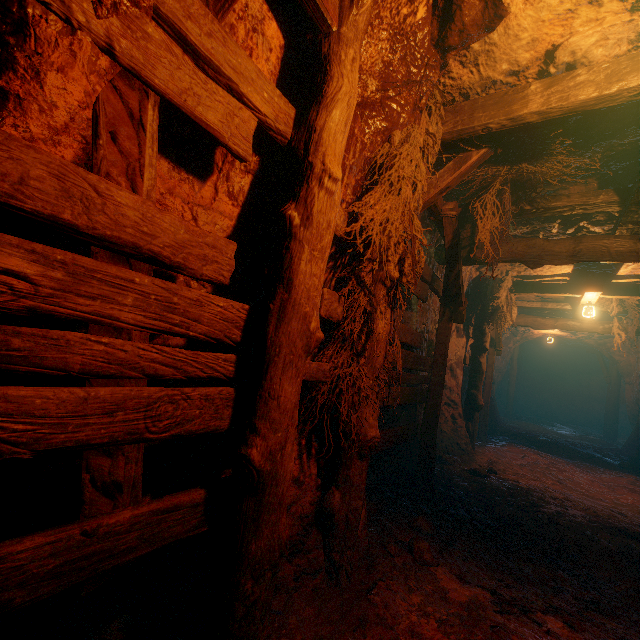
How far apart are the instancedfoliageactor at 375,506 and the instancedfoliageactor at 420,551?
0.61m

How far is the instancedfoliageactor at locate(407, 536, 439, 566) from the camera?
3.0m

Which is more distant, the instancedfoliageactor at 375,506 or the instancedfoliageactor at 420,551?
the instancedfoliageactor at 375,506

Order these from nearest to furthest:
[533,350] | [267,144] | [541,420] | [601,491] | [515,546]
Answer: [267,144], [515,546], [601,491], [541,420], [533,350]

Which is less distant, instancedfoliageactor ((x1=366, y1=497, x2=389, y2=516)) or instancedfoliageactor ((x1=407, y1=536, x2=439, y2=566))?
instancedfoliageactor ((x1=407, y1=536, x2=439, y2=566))

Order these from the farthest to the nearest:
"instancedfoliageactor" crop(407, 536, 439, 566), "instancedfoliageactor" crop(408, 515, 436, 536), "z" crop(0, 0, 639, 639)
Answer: "instancedfoliageactor" crop(408, 515, 436, 536), "instancedfoliageactor" crop(407, 536, 439, 566), "z" crop(0, 0, 639, 639)

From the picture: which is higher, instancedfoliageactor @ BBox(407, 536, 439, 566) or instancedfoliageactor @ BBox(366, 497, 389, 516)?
instancedfoliageactor @ BBox(407, 536, 439, 566)

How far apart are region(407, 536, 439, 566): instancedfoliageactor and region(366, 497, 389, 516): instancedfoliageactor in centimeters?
61cm
